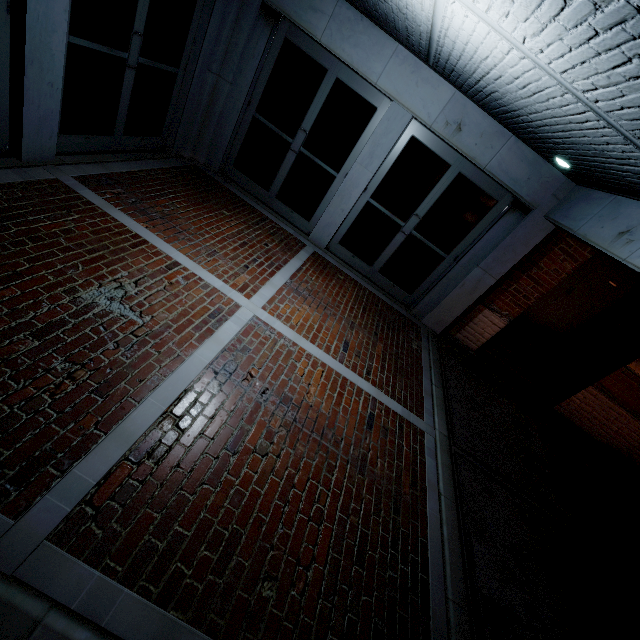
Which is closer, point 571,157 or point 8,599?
point 8,599
